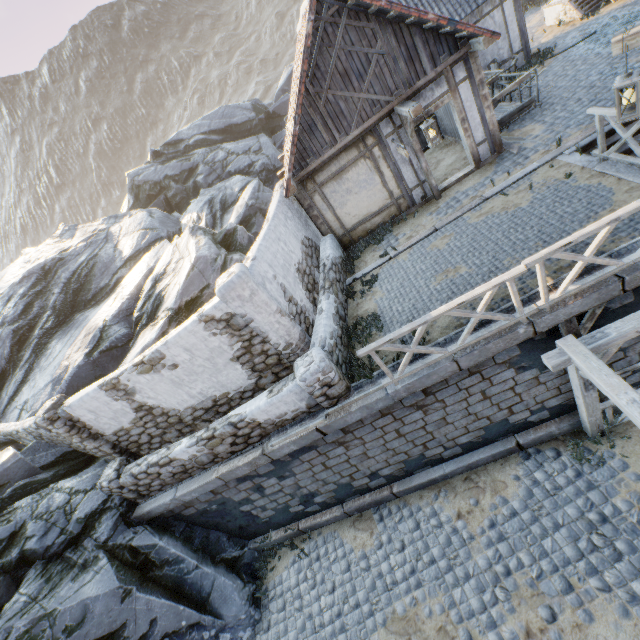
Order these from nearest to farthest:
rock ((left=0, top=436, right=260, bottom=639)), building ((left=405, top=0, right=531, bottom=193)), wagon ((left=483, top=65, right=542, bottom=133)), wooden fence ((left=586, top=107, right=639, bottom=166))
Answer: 1. wooden fence ((left=586, top=107, right=639, bottom=166))
2. rock ((left=0, top=436, right=260, bottom=639))
3. building ((left=405, top=0, right=531, bottom=193))
4. wagon ((left=483, top=65, right=542, bottom=133))

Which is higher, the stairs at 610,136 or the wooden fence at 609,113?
the wooden fence at 609,113

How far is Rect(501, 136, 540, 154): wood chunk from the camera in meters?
9.1 m

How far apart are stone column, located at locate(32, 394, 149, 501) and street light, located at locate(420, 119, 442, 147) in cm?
Answer: 1096

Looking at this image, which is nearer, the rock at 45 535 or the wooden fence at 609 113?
the wooden fence at 609 113

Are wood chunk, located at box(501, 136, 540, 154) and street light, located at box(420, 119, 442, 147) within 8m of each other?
yes

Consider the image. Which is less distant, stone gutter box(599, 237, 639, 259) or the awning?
the awning

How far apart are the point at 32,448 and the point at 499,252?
13.9m
